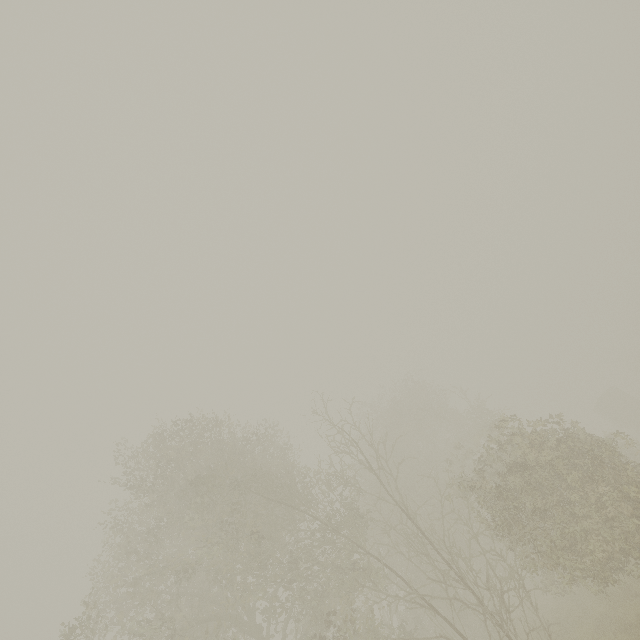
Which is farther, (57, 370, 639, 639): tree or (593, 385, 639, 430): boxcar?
(593, 385, 639, 430): boxcar

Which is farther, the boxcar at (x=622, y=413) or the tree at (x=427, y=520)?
the boxcar at (x=622, y=413)

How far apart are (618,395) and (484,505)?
42.23m
